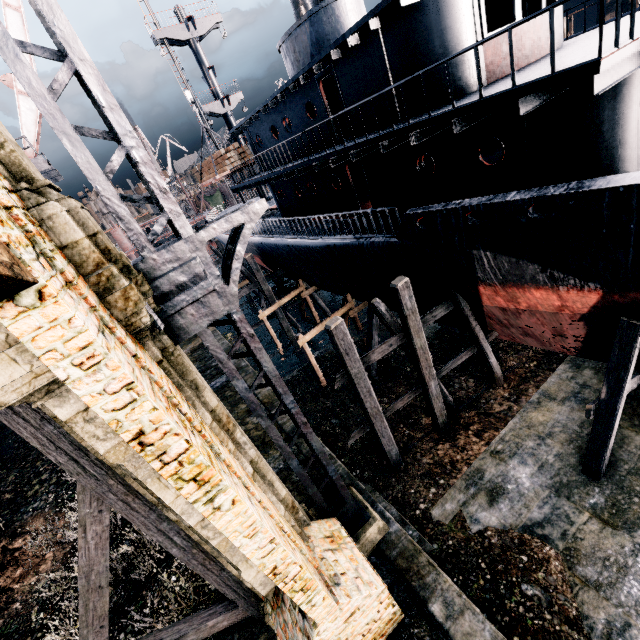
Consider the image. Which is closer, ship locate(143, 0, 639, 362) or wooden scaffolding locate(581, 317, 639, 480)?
ship locate(143, 0, 639, 362)

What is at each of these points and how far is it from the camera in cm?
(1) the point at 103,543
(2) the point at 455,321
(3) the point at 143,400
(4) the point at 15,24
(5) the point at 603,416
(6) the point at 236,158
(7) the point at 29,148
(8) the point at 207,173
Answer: (1) wooden brace, 625
(2) ship, 1509
(3) building, 358
(4) crane, 1703
(5) wooden scaffolding, 986
(6) wood pile, 2141
(7) crane, 1833
(8) wood pile, 2467

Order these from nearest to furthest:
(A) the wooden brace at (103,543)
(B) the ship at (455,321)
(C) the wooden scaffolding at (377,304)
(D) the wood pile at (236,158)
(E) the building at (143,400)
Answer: (E) the building at (143,400)
(A) the wooden brace at (103,543)
(C) the wooden scaffolding at (377,304)
(B) the ship at (455,321)
(D) the wood pile at (236,158)

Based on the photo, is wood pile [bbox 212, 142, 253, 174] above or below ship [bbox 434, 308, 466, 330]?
above

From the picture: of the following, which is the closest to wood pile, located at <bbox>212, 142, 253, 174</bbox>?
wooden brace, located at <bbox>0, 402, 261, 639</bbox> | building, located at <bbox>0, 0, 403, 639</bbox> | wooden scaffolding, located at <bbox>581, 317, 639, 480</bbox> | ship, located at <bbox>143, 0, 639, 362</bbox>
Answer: ship, located at <bbox>143, 0, 639, 362</bbox>

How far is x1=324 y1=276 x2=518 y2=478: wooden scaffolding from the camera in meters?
10.7

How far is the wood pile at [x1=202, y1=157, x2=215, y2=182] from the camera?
23.5m

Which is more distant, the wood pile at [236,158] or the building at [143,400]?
the wood pile at [236,158]
